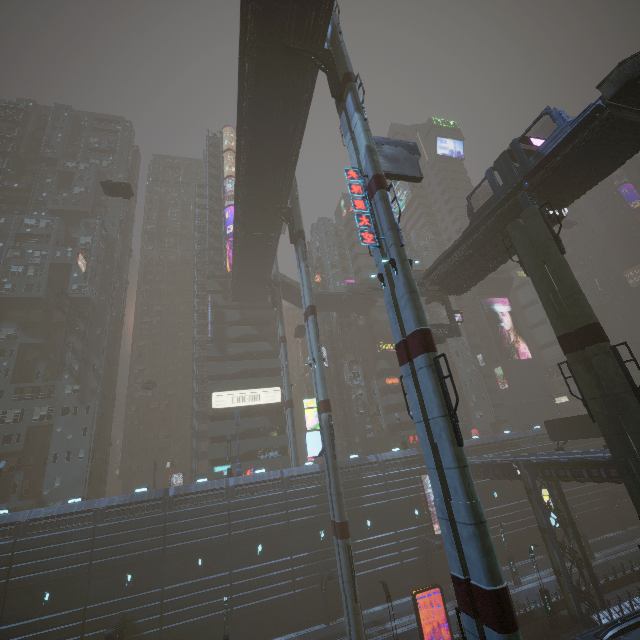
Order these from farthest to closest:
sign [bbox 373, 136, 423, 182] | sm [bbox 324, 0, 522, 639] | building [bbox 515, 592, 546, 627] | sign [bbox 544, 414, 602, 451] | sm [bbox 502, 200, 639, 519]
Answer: sign [bbox 544, 414, 602, 451], building [bbox 515, 592, 546, 627], sign [bbox 373, 136, 423, 182], sm [bbox 502, 200, 639, 519], sm [bbox 324, 0, 522, 639]

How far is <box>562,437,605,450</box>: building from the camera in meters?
47.0

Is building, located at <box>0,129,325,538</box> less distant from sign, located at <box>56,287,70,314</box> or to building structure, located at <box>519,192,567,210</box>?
sign, located at <box>56,287,70,314</box>

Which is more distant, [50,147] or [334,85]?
[50,147]

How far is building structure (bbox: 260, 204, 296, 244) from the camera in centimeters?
3481cm

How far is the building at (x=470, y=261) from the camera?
25.59m

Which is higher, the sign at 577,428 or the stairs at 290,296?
the stairs at 290,296

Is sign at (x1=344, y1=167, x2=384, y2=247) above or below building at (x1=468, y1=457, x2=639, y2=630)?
above
